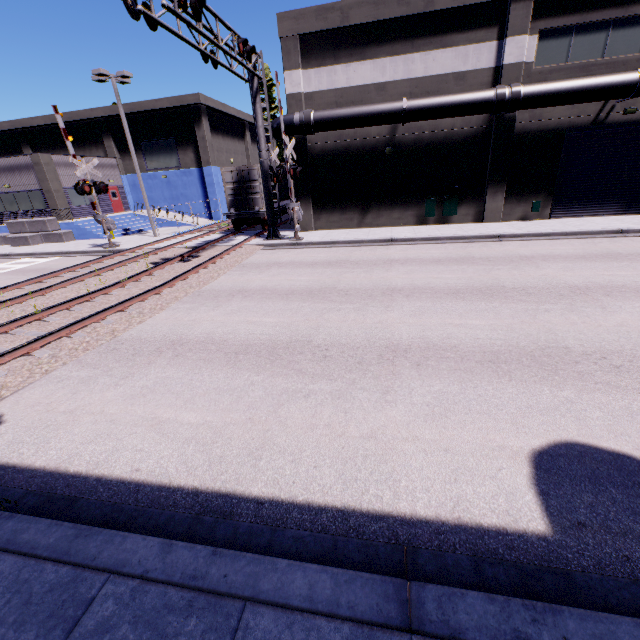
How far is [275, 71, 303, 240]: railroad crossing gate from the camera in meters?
15.0

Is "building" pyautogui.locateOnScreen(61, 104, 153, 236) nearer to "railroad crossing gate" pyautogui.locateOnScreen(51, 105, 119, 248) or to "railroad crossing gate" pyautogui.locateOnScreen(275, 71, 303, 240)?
"railroad crossing gate" pyautogui.locateOnScreen(51, 105, 119, 248)

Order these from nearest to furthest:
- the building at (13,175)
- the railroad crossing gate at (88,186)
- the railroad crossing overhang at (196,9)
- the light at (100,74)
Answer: the railroad crossing overhang at (196,9) < the railroad crossing gate at (88,186) < the light at (100,74) < the building at (13,175)

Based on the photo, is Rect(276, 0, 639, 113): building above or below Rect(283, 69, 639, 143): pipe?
above

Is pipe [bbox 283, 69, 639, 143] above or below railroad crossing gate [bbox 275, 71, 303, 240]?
above

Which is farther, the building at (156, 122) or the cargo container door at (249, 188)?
the building at (156, 122)

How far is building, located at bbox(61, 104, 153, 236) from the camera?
29.0 meters

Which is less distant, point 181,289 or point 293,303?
point 293,303
